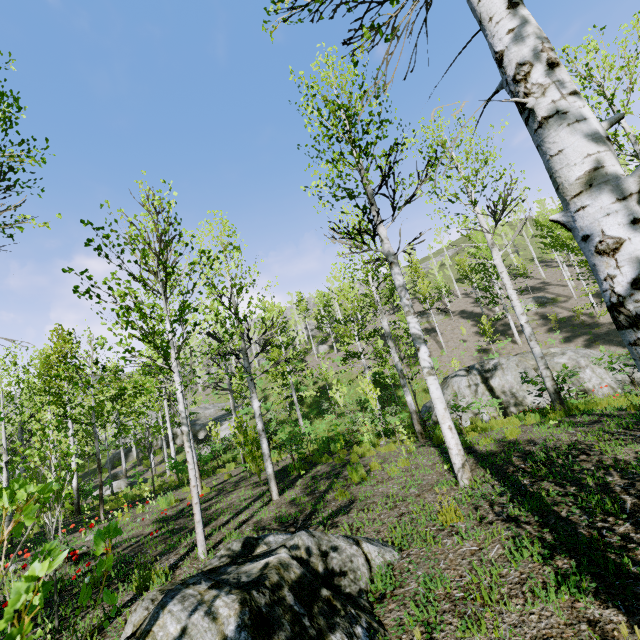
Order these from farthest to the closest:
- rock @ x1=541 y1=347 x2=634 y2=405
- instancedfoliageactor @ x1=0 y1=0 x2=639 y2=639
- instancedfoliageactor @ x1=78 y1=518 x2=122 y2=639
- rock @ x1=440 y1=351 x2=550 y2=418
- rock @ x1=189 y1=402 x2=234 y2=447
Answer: rock @ x1=189 y1=402 x2=234 y2=447 < rock @ x1=440 y1=351 x2=550 y2=418 < rock @ x1=541 y1=347 x2=634 y2=405 < instancedfoliageactor @ x1=0 y1=0 x2=639 y2=639 < instancedfoliageactor @ x1=78 y1=518 x2=122 y2=639

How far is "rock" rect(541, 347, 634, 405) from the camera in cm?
1240

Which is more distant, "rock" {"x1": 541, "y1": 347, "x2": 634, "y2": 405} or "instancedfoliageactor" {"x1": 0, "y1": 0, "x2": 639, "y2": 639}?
"rock" {"x1": 541, "y1": 347, "x2": 634, "y2": 405}

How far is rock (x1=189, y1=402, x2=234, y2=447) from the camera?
30.7 meters

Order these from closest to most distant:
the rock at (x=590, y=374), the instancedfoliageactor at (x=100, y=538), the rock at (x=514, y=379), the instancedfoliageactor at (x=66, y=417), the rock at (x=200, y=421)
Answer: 1. the instancedfoliageactor at (x=100, y=538)
2. the instancedfoliageactor at (x=66, y=417)
3. the rock at (x=590, y=374)
4. the rock at (x=514, y=379)
5. the rock at (x=200, y=421)

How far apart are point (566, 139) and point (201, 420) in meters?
39.1

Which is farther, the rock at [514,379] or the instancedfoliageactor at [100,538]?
the rock at [514,379]

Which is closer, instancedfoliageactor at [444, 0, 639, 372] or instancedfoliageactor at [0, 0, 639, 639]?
instancedfoliageactor at [444, 0, 639, 372]
